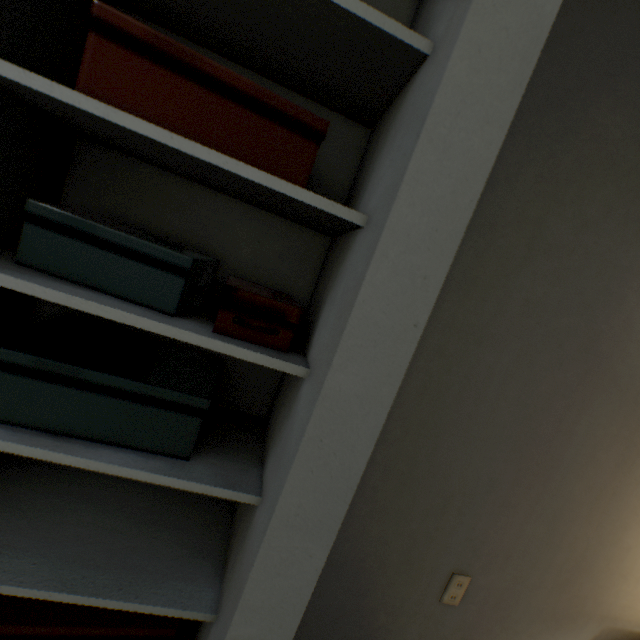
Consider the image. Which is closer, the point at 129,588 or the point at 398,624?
the point at 129,588

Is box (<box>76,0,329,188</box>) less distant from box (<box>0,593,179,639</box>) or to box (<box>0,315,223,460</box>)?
box (<box>0,315,223,460</box>)

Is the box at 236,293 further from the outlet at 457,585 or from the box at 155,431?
the outlet at 457,585

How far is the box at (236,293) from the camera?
0.6m

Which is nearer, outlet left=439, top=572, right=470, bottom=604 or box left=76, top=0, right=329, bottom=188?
box left=76, top=0, right=329, bottom=188

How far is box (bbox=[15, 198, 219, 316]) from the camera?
0.6m

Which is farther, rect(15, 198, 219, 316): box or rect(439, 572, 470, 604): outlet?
rect(439, 572, 470, 604): outlet

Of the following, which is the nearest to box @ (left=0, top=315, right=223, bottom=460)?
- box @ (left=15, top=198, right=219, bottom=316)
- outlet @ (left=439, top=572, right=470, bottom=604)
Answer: box @ (left=15, top=198, right=219, bottom=316)
